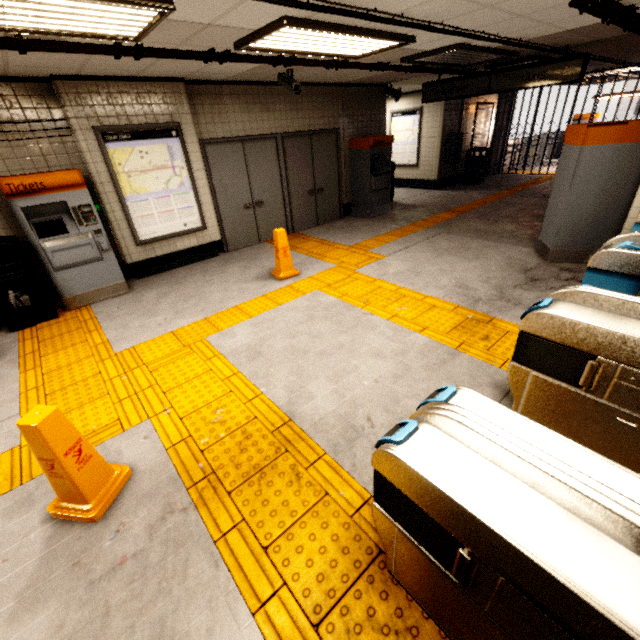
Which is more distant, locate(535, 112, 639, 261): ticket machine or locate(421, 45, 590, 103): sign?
locate(421, 45, 590, 103): sign

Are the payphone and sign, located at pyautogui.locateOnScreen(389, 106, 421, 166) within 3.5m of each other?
yes

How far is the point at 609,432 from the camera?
2.01m

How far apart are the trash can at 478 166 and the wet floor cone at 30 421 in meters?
13.0 m

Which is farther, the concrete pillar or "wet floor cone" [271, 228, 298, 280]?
the concrete pillar

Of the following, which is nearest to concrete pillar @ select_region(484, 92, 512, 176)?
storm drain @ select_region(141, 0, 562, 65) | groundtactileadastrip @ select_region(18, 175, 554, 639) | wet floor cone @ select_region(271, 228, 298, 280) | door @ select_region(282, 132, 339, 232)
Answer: groundtactileadastrip @ select_region(18, 175, 554, 639)

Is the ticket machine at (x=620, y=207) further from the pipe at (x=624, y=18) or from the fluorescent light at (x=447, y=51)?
the fluorescent light at (x=447, y=51)

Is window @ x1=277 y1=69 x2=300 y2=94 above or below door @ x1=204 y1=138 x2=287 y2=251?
above
